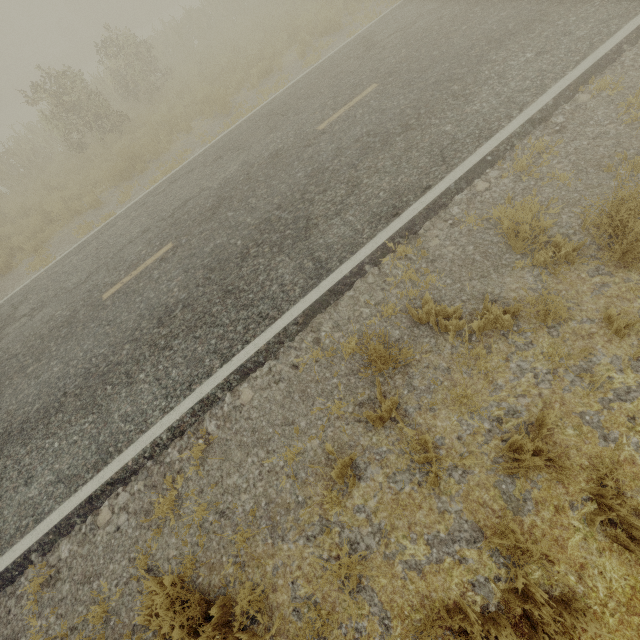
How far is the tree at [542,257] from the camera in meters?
3.7 m

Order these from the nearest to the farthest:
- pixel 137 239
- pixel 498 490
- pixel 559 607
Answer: pixel 559 607 → pixel 498 490 → pixel 137 239

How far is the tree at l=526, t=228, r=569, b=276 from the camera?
3.7m
